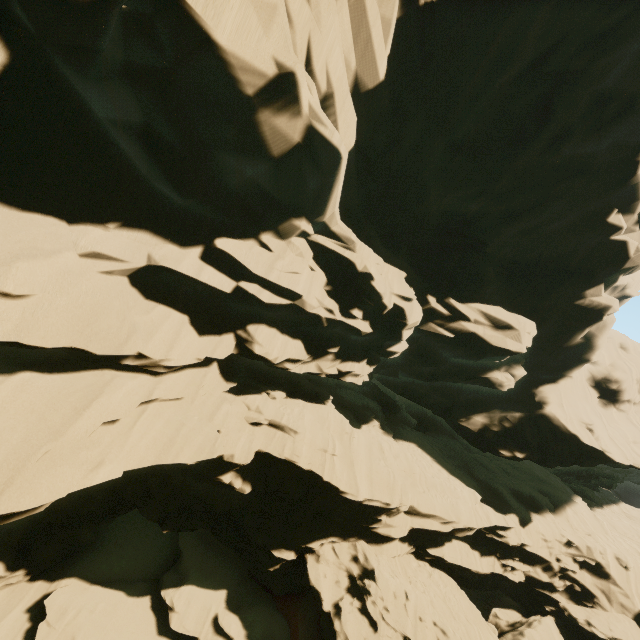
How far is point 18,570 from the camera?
13.54m
